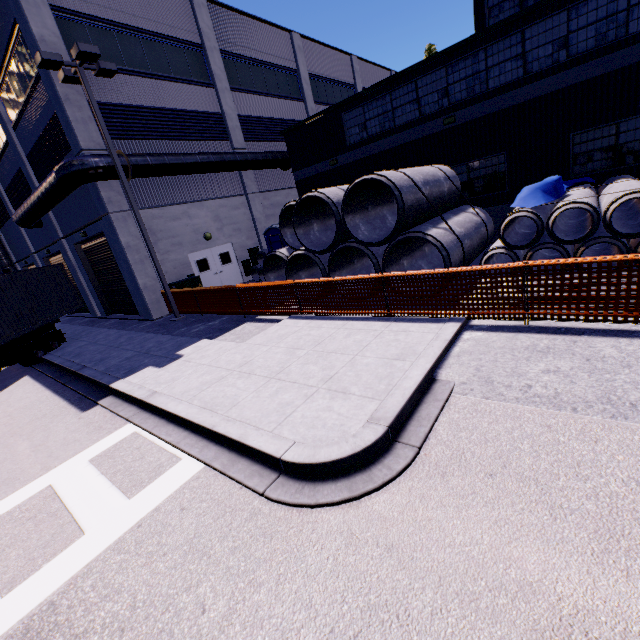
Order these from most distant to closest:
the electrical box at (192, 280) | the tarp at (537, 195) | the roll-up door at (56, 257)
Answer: the roll-up door at (56, 257)
the electrical box at (192, 280)
the tarp at (537, 195)

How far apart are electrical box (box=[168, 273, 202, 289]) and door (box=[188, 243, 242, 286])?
1.6m

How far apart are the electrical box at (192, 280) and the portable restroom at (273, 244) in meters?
3.7 m

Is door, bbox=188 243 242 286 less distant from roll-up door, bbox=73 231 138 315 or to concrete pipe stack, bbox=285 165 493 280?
roll-up door, bbox=73 231 138 315

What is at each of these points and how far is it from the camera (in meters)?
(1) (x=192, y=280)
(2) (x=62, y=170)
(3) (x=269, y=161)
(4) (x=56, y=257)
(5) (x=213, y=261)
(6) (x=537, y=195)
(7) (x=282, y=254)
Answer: (1) electrical box, 15.65
(2) vent duct, 12.36
(3) vent duct, 19.30
(4) roll-up door, 22.75
(5) door, 18.27
(6) tarp, 8.62
(7) concrete pipe, 13.41

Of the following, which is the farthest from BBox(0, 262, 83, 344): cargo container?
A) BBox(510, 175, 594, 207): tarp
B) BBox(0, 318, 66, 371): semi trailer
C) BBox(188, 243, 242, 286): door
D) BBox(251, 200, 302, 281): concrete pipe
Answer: BBox(188, 243, 242, 286): door

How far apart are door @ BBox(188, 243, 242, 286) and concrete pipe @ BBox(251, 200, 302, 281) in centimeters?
490cm

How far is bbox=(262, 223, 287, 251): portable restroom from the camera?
16.4m
